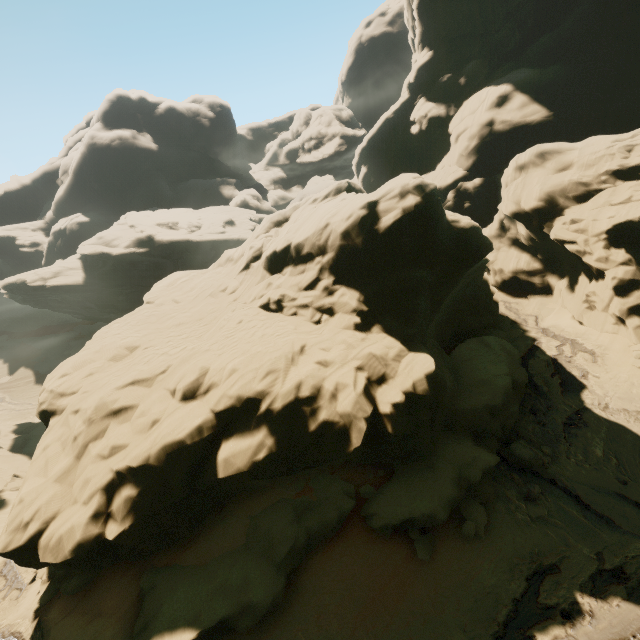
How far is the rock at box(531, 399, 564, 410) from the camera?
14.8m

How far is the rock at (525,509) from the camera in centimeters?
1066cm

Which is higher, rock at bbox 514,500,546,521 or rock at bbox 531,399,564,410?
rock at bbox 531,399,564,410

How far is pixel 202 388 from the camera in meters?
11.9 m

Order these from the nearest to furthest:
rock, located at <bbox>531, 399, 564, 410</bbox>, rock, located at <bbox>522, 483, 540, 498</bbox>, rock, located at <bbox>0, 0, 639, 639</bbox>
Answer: rock, located at <bbox>0, 0, 639, 639</bbox>, rock, located at <bbox>522, 483, 540, 498</bbox>, rock, located at <bbox>531, 399, 564, 410</bbox>

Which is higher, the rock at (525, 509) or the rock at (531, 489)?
the rock at (531, 489)
